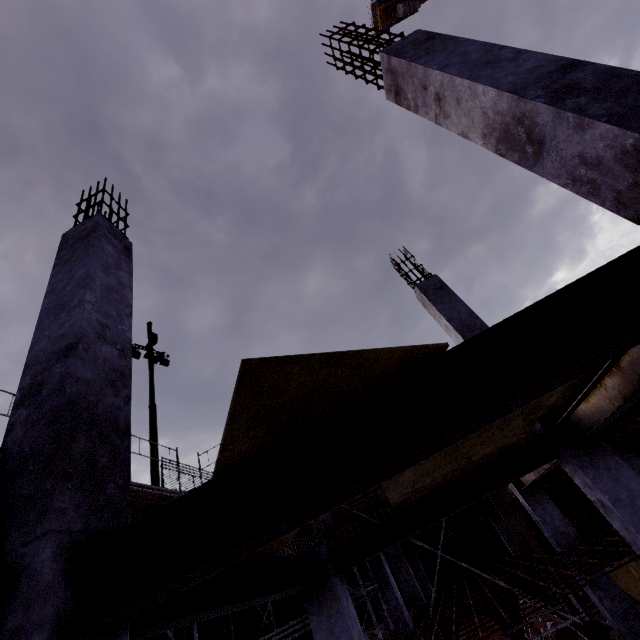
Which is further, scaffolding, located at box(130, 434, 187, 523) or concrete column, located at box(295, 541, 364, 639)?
scaffolding, located at box(130, 434, 187, 523)

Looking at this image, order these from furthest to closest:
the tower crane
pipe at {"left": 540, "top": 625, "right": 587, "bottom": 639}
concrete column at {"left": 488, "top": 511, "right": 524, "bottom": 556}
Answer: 1. the tower crane
2. concrete column at {"left": 488, "top": 511, "right": 524, "bottom": 556}
3. pipe at {"left": 540, "top": 625, "right": 587, "bottom": 639}

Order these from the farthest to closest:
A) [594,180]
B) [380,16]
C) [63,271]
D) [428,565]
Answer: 1. [380,16]
2. [428,565]
3. [63,271]
4. [594,180]

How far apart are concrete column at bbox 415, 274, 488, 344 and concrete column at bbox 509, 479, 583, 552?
4.36m

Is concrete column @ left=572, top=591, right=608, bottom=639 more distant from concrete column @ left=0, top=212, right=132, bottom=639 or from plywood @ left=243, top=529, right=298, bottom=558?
concrete column @ left=0, top=212, right=132, bottom=639

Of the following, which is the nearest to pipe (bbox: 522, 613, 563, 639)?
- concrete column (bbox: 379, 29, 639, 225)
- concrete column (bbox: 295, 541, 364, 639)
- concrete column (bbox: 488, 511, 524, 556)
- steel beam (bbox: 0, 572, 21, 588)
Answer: concrete column (bbox: 488, 511, 524, 556)

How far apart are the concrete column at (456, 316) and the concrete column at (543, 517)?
4.4 meters

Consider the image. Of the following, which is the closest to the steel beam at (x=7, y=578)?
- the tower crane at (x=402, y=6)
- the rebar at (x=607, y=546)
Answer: the rebar at (x=607, y=546)
